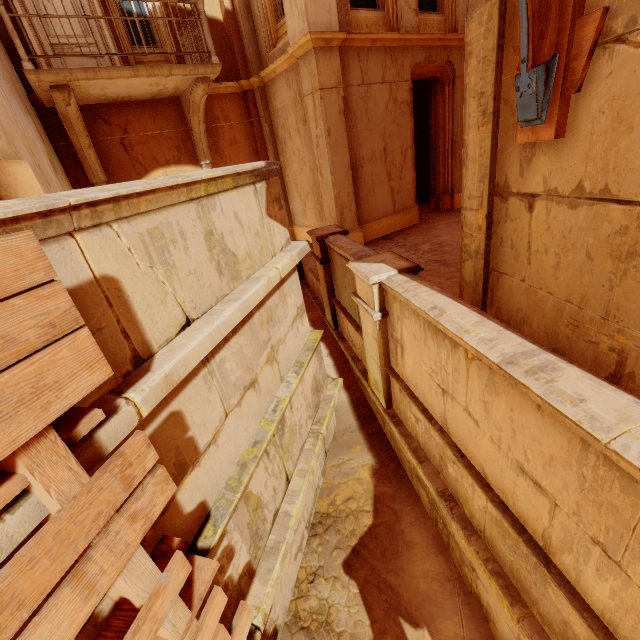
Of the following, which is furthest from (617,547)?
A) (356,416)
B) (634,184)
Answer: (356,416)

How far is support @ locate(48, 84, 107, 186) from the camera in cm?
602

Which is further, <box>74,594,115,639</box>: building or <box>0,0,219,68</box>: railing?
<box>0,0,219,68</box>: railing

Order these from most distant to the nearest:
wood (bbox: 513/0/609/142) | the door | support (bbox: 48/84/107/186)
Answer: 1. the door
2. support (bbox: 48/84/107/186)
3. wood (bbox: 513/0/609/142)

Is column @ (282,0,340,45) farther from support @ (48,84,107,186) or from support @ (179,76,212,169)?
support @ (48,84,107,186)

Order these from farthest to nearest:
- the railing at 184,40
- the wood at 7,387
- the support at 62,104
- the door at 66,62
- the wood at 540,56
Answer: the door at 66,62
the support at 62,104
the railing at 184,40
the wood at 540,56
the wood at 7,387

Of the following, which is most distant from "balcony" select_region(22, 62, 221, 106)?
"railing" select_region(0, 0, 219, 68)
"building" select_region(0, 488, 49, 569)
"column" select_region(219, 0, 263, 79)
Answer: "building" select_region(0, 488, 49, 569)

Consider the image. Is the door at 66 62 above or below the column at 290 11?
above
